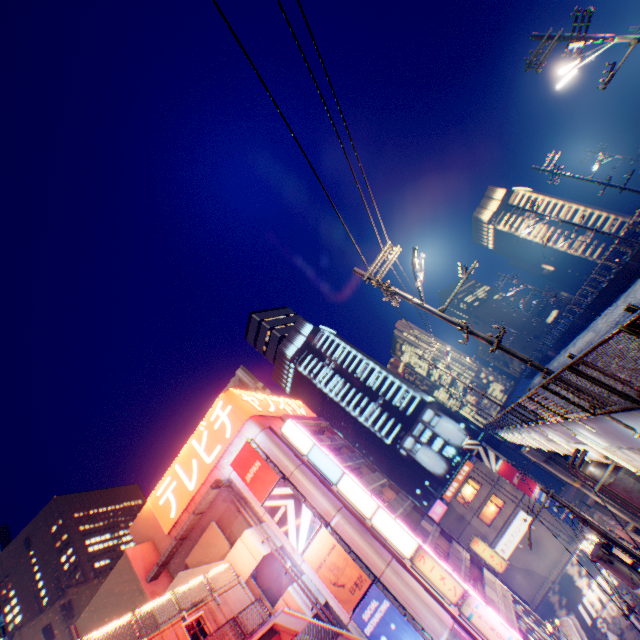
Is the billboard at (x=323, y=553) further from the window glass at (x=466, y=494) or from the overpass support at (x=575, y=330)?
the window glass at (x=466, y=494)

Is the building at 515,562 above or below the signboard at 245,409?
below

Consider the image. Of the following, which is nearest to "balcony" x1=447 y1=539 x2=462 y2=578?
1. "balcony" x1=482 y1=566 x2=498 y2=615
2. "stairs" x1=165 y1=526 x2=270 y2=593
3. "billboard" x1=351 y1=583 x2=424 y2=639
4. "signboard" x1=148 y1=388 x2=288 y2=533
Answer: "balcony" x1=482 y1=566 x2=498 y2=615

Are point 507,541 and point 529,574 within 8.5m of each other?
yes

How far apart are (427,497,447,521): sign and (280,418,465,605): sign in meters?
22.9 m

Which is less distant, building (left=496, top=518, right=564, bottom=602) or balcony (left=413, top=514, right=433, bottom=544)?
balcony (left=413, top=514, right=433, bottom=544)

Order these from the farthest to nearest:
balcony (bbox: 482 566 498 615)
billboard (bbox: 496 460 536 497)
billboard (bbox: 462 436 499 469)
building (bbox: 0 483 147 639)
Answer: billboard (bbox: 462 436 499 469) → building (bbox: 0 483 147 639) → billboard (bbox: 496 460 536 497) → balcony (bbox: 482 566 498 615)

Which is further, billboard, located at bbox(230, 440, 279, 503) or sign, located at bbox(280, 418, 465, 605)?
billboard, located at bbox(230, 440, 279, 503)
